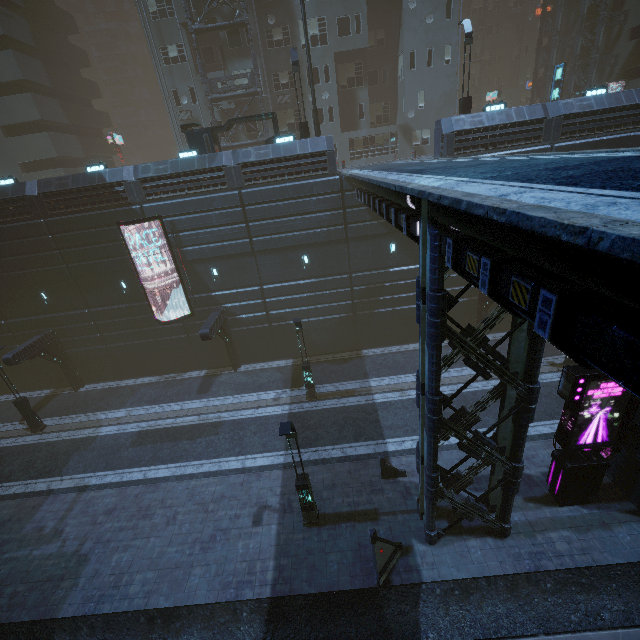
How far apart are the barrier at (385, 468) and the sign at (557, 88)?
32.7 meters

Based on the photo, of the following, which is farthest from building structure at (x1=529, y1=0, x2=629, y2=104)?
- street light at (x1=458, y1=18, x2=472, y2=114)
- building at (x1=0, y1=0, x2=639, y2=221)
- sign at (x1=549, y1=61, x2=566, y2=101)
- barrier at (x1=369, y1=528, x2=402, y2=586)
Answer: barrier at (x1=369, y1=528, x2=402, y2=586)

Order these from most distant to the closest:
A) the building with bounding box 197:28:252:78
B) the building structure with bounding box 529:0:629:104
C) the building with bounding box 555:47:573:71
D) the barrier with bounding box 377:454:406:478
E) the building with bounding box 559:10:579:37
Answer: the building with bounding box 555:47:573:71
the building with bounding box 559:10:579:37
the building structure with bounding box 529:0:629:104
the building with bounding box 197:28:252:78
the barrier with bounding box 377:454:406:478

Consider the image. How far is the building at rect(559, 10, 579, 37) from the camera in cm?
3314

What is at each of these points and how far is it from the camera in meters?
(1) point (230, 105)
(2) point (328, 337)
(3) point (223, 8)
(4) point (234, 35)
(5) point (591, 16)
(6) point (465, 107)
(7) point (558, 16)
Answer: (1) building, 28.8 m
(2) building, 23.3 m
(3) building, 24.8 m
(4) building, 25.7 m
(5) building, 31.5 m
(6) street light, 19.5 m
(7) building structure, 32.4 m

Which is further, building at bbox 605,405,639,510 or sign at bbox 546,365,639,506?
building at bbox 605,405,639,510

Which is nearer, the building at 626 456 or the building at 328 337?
the building at 328 337

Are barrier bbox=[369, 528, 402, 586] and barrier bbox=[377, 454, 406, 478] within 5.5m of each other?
yes
